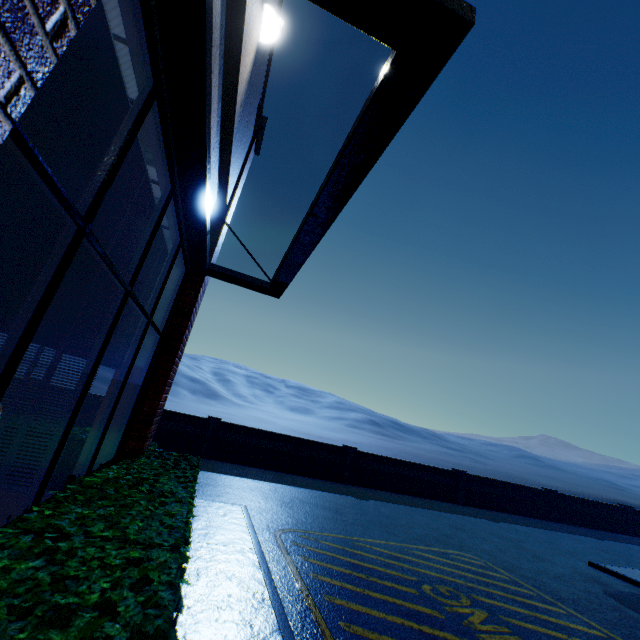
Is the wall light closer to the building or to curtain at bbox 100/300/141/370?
the building

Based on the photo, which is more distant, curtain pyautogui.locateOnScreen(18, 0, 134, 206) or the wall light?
the wall light

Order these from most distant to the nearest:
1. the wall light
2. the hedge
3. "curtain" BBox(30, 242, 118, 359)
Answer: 1. the wall light
2. "curtain" BBox(30, 242, 118, 359)
3. the hedge

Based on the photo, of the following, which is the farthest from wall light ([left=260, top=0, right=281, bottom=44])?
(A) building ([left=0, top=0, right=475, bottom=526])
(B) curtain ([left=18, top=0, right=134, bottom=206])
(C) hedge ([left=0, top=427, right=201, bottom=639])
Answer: (C) hedge ([left=0, top=427, right=201, bottom=639])

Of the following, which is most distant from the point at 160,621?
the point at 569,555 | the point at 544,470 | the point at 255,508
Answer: the point at 544,470

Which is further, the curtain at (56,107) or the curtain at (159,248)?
the curtain at (159,248)

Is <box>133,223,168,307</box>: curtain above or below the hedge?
above

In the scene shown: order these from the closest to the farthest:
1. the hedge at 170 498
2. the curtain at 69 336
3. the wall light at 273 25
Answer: the hedge at 170 498, the curtain at 69 336, the wall light at 273 25
